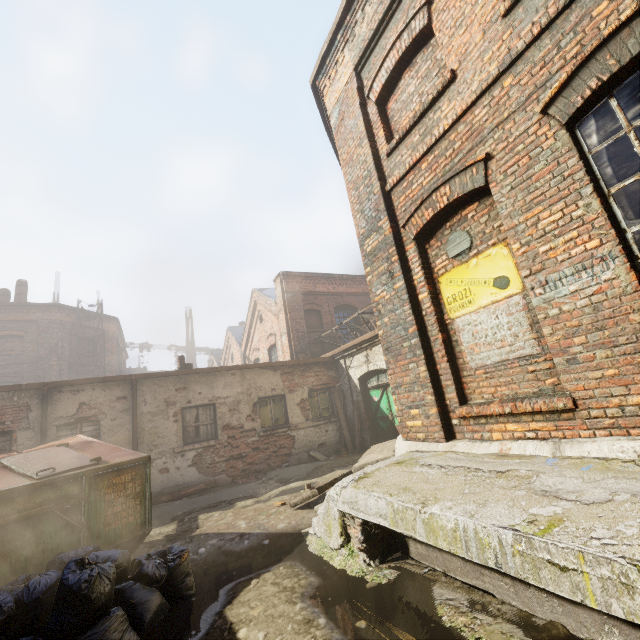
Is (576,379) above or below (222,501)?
above

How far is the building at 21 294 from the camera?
19.9m

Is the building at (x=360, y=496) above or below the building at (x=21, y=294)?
below

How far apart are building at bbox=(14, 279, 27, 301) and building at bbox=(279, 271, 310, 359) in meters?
17.1 m

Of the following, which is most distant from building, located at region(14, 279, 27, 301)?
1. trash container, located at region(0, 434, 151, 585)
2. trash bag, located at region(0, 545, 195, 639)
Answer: trash bag, located at region(0, 545, 195, 639)

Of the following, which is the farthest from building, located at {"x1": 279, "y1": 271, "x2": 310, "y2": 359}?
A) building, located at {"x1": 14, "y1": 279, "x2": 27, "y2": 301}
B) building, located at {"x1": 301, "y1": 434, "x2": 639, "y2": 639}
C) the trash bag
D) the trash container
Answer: building, located at {"x1": 14, "y1": 279, "x2": 27, "y2": 301}

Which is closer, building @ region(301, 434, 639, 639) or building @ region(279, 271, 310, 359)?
building @ region(301, 434, 639, 639)

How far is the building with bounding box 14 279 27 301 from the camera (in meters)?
19.86
